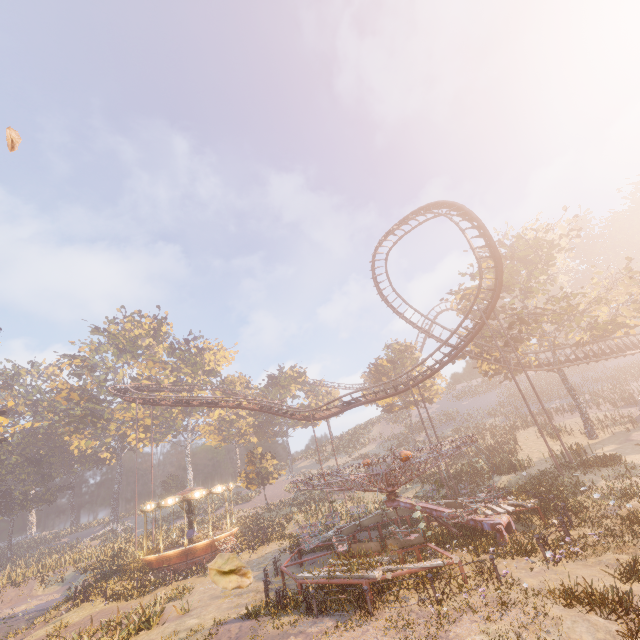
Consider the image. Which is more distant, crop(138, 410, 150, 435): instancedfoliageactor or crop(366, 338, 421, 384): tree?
crop(138, 410, 150, 435): instancedfoliageactor

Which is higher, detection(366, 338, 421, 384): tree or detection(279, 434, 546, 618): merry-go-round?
detection(366, 338, 421, 384): tree

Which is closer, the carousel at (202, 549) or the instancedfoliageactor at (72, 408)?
the carousel at (202, 549)

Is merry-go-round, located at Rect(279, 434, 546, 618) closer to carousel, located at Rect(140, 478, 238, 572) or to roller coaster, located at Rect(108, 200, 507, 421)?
roller coaster, located at Rect(108, 200, 507, 421)

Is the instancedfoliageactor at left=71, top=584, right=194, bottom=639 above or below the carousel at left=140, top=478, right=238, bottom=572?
below

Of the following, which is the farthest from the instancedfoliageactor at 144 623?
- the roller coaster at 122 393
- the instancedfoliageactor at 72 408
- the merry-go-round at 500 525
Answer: the roller coaster at 122 393

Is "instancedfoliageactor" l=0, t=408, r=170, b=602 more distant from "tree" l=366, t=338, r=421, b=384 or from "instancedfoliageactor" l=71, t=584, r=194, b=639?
"tree" l=366, t=338, r=421, b=384

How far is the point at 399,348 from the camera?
50.47m
